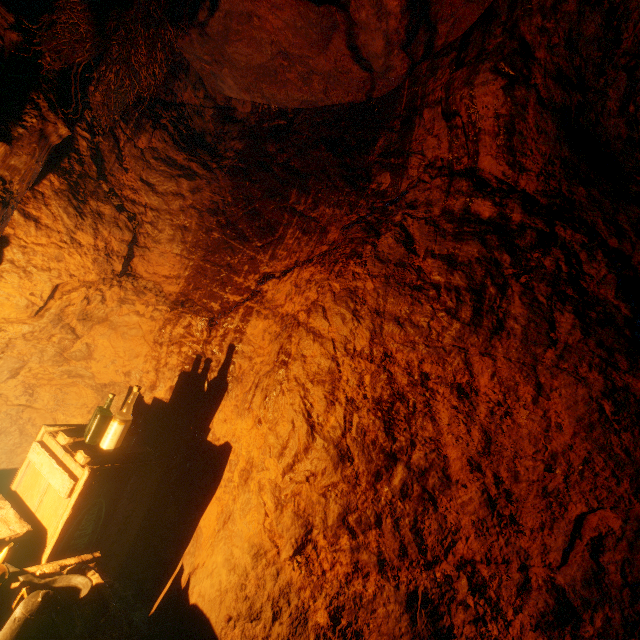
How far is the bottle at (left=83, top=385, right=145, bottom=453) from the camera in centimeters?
218cm

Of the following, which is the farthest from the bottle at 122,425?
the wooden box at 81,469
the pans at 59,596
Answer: the pans at 59,596

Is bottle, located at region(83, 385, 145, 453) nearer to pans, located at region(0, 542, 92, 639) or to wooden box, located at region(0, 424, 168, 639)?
wooden box, located at region(0, 424, 168, 639)

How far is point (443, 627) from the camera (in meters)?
1.83

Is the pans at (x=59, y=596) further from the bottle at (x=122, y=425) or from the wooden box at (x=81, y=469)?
the bottle at (x=122, y=425)

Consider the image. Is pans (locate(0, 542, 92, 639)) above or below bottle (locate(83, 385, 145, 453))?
below

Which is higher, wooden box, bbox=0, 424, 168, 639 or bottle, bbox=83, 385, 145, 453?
bottle, bbox=83, 385, 145, 453

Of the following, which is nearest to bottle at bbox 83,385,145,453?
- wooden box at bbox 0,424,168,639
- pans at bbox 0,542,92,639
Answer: wooden box at bbox 0,424,168,639
